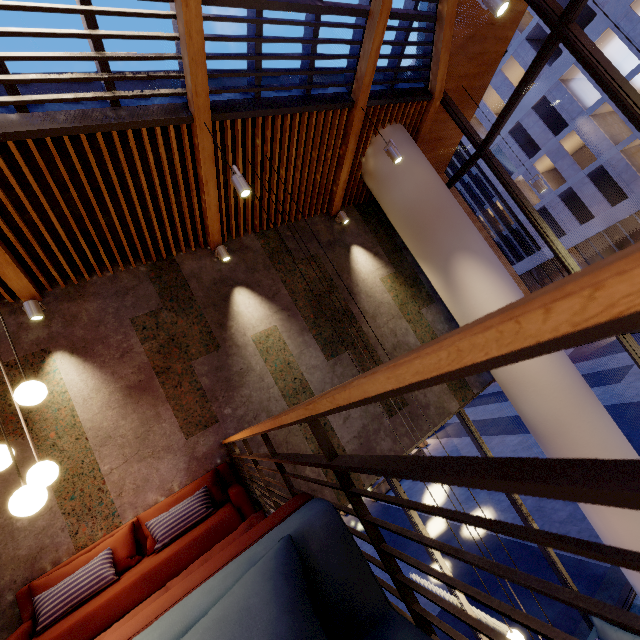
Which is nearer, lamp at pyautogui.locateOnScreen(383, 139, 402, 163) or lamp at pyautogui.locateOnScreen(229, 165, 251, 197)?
lamp at pyautogui.locateOnScreen(229, 165, 251, 197)

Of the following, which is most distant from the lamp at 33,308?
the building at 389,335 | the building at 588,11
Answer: the building at 588,11

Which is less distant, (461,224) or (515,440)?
(461,224)

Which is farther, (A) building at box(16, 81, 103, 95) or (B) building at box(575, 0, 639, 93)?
(B) building at box(575, 0, 639, 93)

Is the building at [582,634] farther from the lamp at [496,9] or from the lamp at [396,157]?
the lamp at [496,9]

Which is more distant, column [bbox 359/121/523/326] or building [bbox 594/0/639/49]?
building [bbox 594/0/639/49]

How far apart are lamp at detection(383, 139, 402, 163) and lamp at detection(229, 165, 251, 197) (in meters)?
2.52

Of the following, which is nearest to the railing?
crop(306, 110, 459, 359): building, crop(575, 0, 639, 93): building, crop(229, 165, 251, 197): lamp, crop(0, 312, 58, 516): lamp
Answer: crop(306, 110, 459, 359): building
